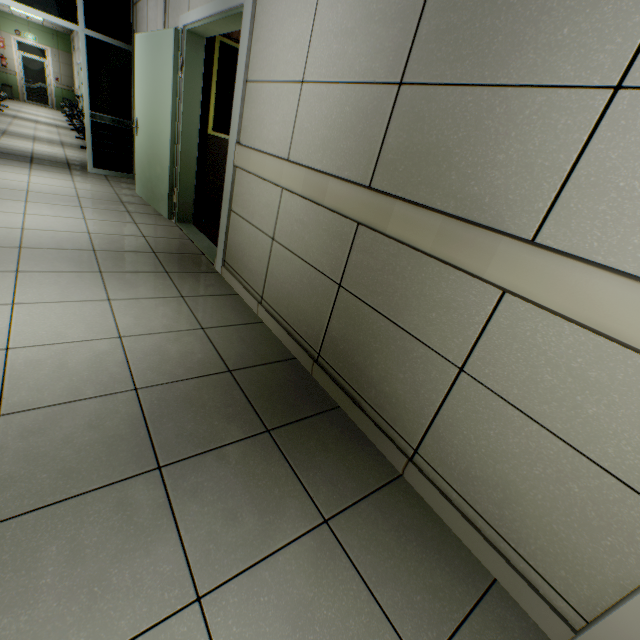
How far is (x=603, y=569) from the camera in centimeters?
100cm

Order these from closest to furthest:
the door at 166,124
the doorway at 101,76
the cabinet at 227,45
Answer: the door at 166,124, the cabinet at 227,45, the doorway at 101,76

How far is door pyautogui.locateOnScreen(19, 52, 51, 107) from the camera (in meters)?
14.99

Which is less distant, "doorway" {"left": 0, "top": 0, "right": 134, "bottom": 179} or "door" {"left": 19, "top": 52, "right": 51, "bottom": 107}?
"doorway" {"left": 0, "top": 0, "right": 134, "bottom": 179}

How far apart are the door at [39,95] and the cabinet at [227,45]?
18.8 meters

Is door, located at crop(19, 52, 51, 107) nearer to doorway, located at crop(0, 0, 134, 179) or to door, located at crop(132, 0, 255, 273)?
doorway, located at crop(0, 0, 134, 179)

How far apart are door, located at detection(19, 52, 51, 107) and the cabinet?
18.8m

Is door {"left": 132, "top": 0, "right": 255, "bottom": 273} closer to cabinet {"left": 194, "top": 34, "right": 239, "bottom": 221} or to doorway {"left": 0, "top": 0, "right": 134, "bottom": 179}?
cabinet {"left": 194, "top": 34, "right": 239, "bottom": 221}
